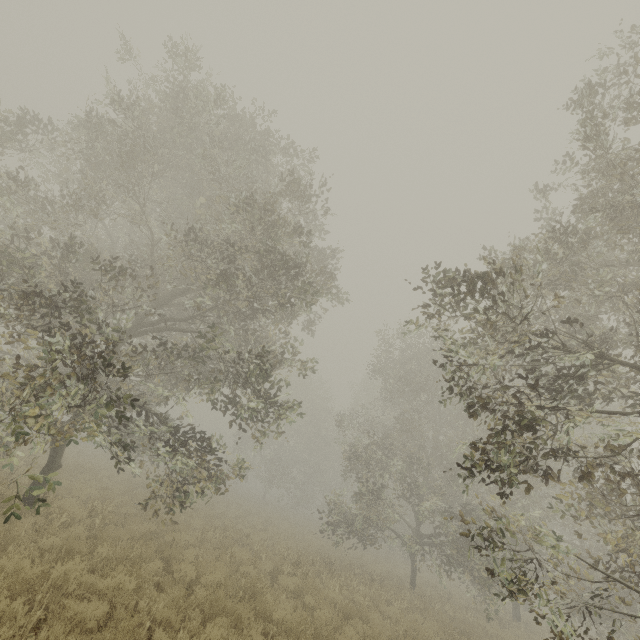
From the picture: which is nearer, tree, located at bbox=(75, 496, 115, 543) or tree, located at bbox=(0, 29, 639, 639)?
tree, located at bbox=(0, 29, 639, 639)

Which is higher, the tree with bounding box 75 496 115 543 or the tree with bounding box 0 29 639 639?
the tree with bounding box 0 29 639 639

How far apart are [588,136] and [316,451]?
39.9 meters

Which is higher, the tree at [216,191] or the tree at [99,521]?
the tree at [216,191]

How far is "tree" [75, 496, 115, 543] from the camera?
8.3 meters

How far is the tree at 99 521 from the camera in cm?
832
